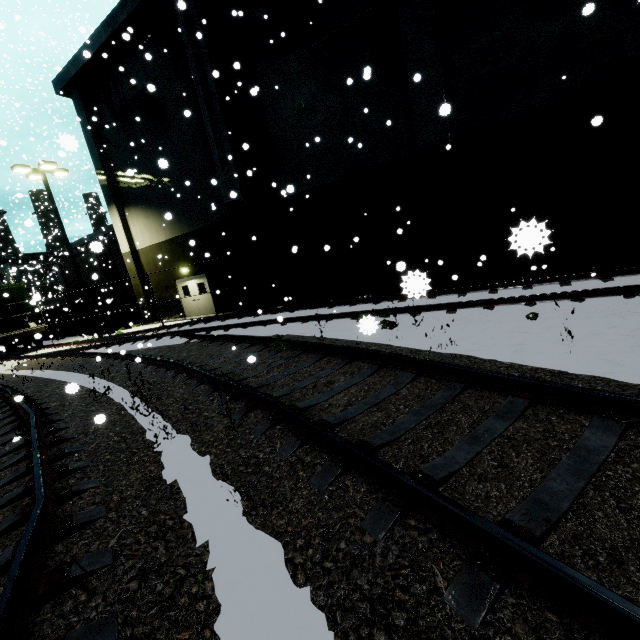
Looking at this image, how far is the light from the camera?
17.1m

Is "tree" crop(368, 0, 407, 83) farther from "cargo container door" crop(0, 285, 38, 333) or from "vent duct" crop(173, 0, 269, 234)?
"cargo container door" crop(0, 285, 38, 333)

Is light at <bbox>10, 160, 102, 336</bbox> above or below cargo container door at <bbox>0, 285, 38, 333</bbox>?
above

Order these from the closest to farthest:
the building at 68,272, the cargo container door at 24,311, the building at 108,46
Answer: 1. the building at 108,46
2. the cargo container door at 24,311
3. the building at 68,272

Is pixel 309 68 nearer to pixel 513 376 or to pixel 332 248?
pixel 332 248

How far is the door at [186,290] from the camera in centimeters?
1945cm

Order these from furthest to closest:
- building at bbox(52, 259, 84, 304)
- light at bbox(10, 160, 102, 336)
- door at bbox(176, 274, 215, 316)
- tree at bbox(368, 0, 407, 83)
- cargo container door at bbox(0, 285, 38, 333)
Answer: building at bbox(52, 259, 84, 304) < door at bbox(176, 274, 215, 316) < cargo container door at bbox(0, 285, 38, 333) < light at bbox(10, 160, 102, 336) < tree at bbox(368, 0, 407, 83)

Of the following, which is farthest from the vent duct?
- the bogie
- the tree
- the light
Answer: the light
